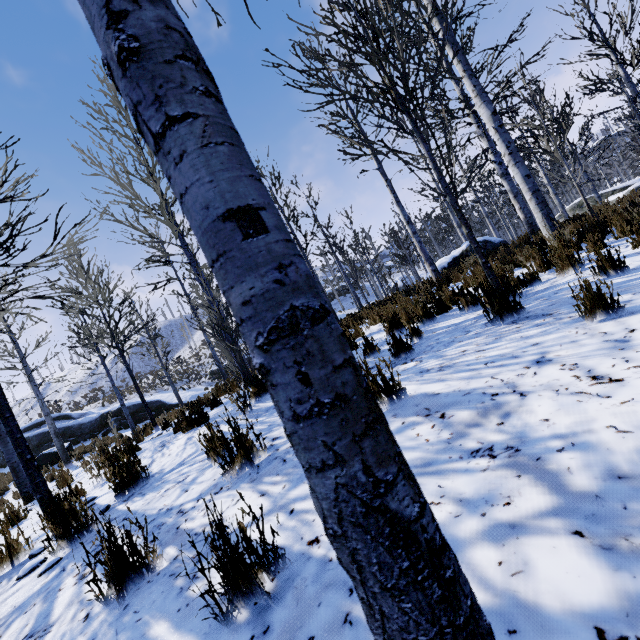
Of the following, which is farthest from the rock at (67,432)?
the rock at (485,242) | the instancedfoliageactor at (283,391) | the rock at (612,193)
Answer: the rock at (612,193)

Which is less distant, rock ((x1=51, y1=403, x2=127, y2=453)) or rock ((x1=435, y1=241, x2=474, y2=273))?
rock ((x1=435, y1=241, x2=474, y2=273))

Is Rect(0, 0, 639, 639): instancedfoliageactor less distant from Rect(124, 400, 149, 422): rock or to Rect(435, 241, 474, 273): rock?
Rect(435, 241, 474, 273): rock

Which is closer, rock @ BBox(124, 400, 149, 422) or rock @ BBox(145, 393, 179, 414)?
rock @ BBox(124, 400, 149, 422)

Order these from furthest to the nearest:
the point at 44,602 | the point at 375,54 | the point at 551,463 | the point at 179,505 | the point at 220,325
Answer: the point at 220,325 < the point at 375,54 < the point at 179,505 < the point at 44,602 < the point at 551,463

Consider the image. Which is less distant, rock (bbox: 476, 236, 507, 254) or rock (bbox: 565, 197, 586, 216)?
rock (bbox: 476, 236, 507, 254)

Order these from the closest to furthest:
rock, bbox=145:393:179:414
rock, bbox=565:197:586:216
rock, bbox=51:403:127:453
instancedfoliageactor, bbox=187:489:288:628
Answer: instancedfoliageactor, bbox=187:489:288:628
rock, bbox=565:197:586:216
rock, bbox=51:403:127:453
rock, bbox=145:393:179:414

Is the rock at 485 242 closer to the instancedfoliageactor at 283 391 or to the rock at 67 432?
the instancedfoliageactor at 283 391
